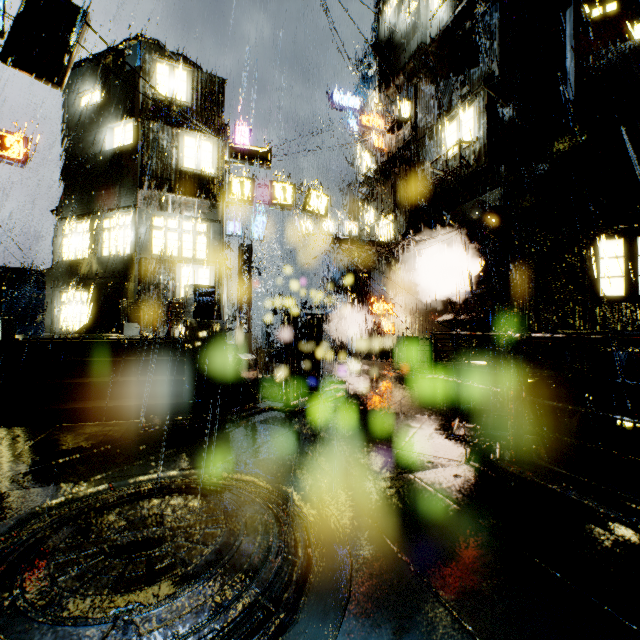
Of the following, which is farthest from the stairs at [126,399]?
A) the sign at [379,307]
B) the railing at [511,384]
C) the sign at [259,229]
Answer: the sign at [259,229]

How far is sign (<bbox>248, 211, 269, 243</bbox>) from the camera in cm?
2638

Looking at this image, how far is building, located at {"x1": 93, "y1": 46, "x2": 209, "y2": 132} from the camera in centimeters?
1432cm

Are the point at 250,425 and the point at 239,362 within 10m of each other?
yes

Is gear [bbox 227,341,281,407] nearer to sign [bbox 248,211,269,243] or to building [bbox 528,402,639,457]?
building [bbox 528,402,639,457]

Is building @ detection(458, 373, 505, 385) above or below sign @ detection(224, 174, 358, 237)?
below

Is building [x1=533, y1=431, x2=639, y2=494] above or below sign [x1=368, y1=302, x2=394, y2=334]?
below

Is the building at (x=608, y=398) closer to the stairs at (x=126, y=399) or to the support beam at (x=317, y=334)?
the support beam at (x=317, y=334)
